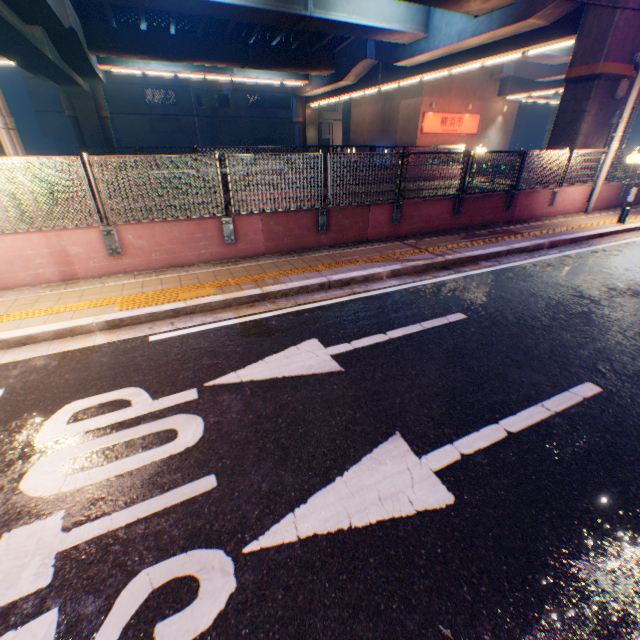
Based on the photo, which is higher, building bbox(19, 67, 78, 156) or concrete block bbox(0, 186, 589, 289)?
building bbox(19, 67, 78, 156)

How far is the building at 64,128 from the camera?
34.22m

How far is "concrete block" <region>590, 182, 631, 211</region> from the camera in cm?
1279

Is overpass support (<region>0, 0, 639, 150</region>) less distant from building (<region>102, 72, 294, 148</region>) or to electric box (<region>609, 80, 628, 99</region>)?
electric box (<region>609, 80, 628, 99</region>)

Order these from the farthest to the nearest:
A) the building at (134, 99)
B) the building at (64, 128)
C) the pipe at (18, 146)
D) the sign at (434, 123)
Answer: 1. the building at (134, 99)
2. the building at (64, 128)
3. the sign at (434, 123)
4. the pipe at (18, 146)

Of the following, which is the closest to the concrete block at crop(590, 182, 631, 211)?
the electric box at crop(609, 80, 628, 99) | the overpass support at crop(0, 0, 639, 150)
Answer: the overpass support at crop(0, 0, 639, 150)

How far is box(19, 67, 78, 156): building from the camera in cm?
3422

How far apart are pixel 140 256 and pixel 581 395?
7.9m
